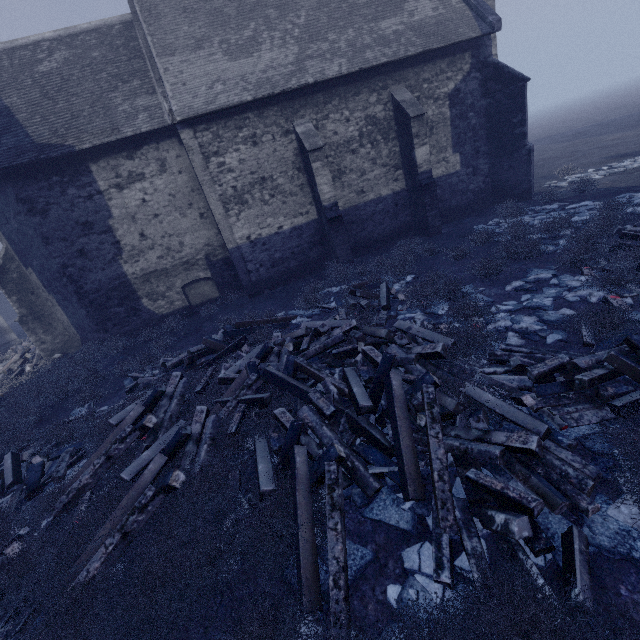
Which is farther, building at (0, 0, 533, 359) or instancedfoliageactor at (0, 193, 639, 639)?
building at (0, 0, 533, 359)

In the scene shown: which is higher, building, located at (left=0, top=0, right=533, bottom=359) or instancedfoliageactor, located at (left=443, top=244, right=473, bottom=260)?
building, located at (left=0, top=0, right=533, bottom=359)

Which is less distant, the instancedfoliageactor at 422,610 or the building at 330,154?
the instancedfoliageactor at 422,610

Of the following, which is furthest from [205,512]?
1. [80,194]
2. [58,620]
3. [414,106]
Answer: [414,106]

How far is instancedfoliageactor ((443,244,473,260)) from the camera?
10.5 meters

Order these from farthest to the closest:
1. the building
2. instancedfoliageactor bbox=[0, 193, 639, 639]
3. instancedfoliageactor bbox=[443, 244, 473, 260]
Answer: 1. the building
2. instancedfoliageactor bbox=[443, 244, 473, 260]
3. instancedfoliageactor bbox=[0, 193, 639, 639]

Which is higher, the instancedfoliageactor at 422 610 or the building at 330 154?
the building at 330 154
